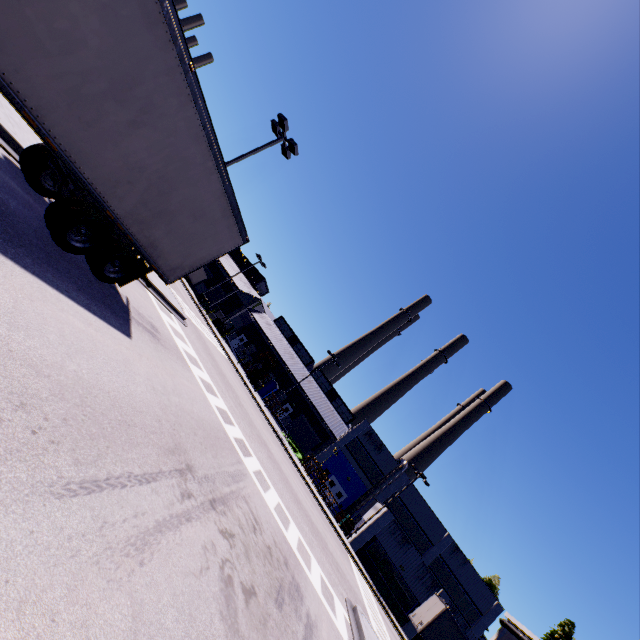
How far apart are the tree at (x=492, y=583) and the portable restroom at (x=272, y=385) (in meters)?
46.92

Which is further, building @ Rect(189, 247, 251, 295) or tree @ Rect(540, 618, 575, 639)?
building @ Rect(189, 247, 251, 295)

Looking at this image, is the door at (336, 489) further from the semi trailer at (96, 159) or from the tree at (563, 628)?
the tree at (563, 628)

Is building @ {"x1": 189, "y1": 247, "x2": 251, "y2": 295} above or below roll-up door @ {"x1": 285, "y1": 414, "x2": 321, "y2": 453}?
above

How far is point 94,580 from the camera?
2.75m

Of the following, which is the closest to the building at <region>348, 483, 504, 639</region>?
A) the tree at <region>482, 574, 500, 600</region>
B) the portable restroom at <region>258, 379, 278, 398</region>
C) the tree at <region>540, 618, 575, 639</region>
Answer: the tree at <region>540, 618, 575, 639</region>

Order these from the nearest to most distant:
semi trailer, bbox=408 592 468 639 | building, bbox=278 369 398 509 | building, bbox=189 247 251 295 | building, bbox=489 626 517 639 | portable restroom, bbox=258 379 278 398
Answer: semi trailer, bbox=408 592 468 639
building, bbox=278 369 398 509
portable restroom, bbox=258 379 278 398
building, bbox=189 247 251 295
building, bbox=489 626 517 639

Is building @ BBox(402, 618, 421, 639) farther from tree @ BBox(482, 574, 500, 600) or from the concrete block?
tree @ BBox(482, 574, 500, 600)
